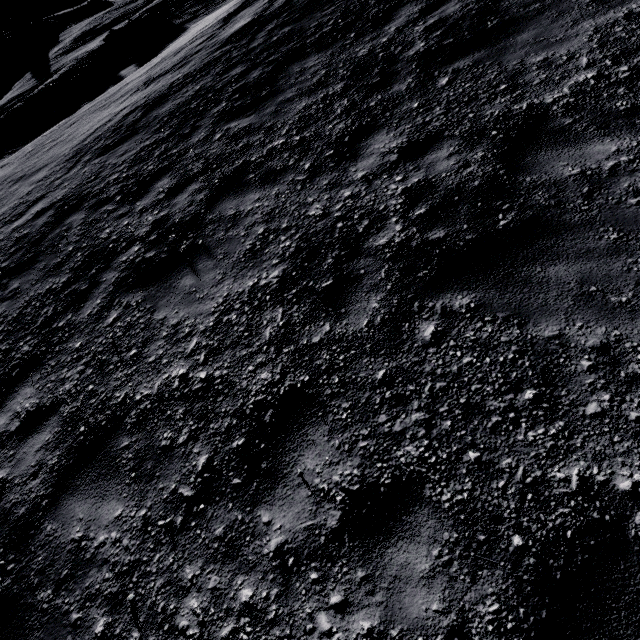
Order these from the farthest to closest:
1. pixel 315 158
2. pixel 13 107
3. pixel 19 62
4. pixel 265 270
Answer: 1. pixel 19 62
2. pixel 13 107
3. pixel 315 158
4. pixel 265 270
